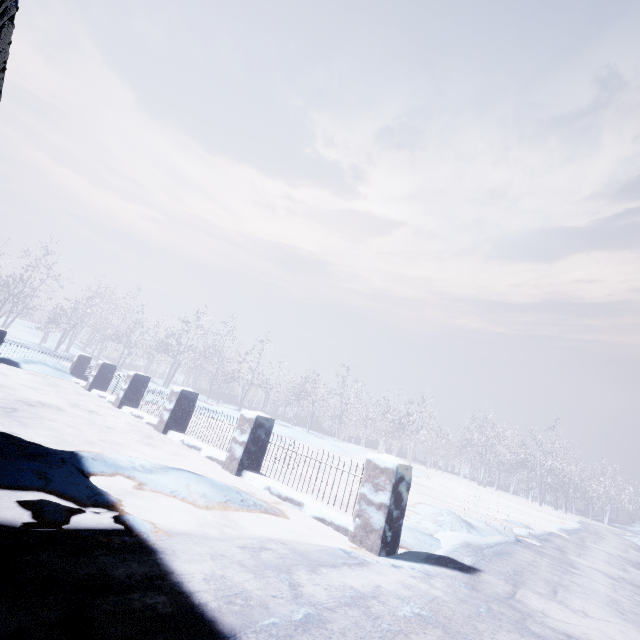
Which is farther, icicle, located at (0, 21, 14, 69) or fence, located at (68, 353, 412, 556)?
fence, located at (68, 353, 412, 556)

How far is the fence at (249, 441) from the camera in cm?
340

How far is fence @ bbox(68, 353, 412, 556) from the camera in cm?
340

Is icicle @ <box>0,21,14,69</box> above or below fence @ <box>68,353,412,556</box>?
above

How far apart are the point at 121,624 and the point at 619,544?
18.8m

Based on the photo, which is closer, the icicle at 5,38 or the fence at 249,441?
the icicle at 5,38
